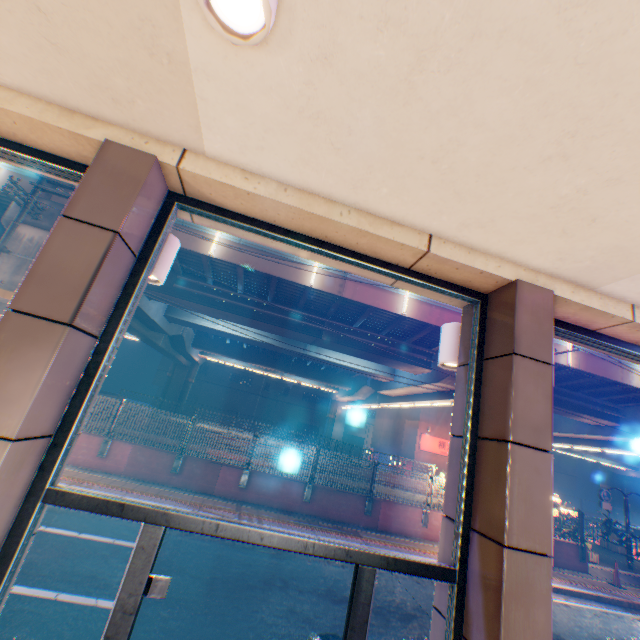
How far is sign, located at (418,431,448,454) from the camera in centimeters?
3169cm

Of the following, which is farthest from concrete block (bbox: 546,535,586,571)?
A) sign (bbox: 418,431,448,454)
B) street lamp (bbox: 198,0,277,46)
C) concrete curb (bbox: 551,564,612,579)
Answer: sign (bbox: 418,431,448,454)

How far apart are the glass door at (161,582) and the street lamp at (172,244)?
2.05m

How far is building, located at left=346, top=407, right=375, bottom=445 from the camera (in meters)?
55.50

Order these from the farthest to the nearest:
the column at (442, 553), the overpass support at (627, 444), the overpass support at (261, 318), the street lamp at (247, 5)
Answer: the overpass support at (627, 444) < the overpass support at (261, 318) < the column at (442, 553) < the street lamp at (247, 5)

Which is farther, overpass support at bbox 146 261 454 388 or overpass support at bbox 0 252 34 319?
overpass support at bbox 146 261 454 388

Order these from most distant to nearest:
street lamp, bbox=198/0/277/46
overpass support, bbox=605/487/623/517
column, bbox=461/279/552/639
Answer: overpass support, bbox=605/487/623/517
column, bbox=461/279/552/639
street lamp, bbox=198/0/277/46

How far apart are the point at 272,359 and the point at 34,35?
33.63m
